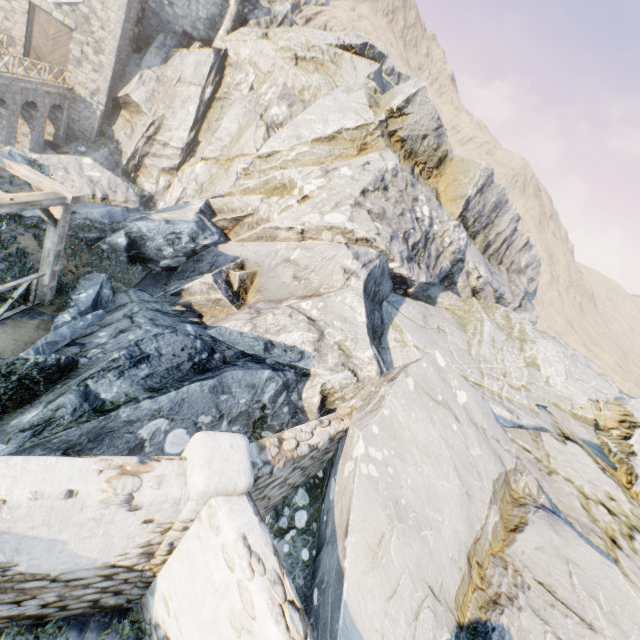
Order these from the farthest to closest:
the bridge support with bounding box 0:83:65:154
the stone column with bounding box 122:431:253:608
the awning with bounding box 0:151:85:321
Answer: the bridge support with bounding box 0:83:65:154 → the awning with bounding box 0:151:85:321 → the stone column with bounding box 122:431:253:608

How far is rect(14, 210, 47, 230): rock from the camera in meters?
10.1

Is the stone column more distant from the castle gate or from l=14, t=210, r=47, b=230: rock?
the castle gate

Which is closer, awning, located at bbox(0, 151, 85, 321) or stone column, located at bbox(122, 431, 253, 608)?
stone column, located at bbox(122, 431, 253, 608)

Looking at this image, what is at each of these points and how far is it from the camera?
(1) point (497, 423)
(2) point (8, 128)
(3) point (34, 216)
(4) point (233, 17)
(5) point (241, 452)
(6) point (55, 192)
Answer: (1) rock, 6.6m
(2) bridge support, 22.1m
(3) rock, 10.2m
(4) chimney, 26.5m
(5) stone column, 3.8m
(6) awning, 6.7m

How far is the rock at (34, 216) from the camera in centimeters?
1011cm

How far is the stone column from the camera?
3.4 meters

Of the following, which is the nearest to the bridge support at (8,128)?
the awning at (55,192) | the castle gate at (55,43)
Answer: the castle gate at (55,43)
